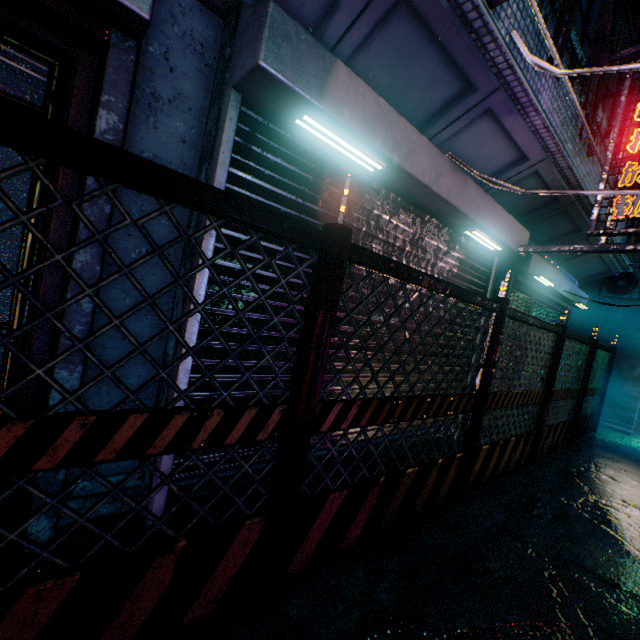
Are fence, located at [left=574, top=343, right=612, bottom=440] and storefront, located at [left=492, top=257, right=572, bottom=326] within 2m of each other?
yes

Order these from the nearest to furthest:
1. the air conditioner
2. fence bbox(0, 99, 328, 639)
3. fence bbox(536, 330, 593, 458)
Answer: fence bbox(0, 99, 328, 639) < fence bbox(536, 330, 593, 458) < the air conditioner

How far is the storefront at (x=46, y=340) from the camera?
1.48m

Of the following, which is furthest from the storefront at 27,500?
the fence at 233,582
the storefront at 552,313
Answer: the storefront at 552,313

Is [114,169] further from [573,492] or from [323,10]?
[573,492]

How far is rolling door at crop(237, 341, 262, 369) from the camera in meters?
2.1

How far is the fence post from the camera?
1.5m

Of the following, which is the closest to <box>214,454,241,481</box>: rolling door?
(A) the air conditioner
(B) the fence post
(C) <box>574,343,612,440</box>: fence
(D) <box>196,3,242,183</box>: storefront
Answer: (D) <box>196,3,242,183</box>: storefront
